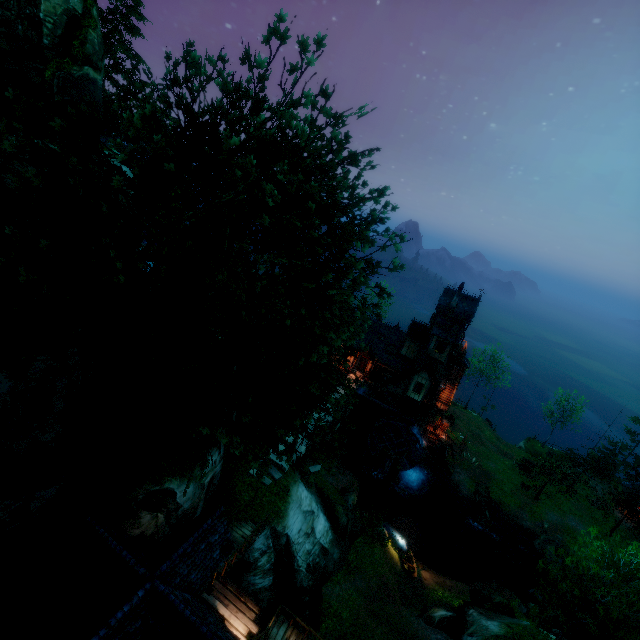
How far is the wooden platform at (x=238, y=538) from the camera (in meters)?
18.18

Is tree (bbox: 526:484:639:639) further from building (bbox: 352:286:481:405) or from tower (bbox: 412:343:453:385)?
tower (bbox: 412:343:453:385)

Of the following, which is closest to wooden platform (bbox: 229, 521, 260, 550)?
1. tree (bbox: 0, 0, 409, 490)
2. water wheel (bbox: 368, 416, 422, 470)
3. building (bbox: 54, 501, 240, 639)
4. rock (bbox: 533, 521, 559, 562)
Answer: building (bbox: 54, 501, 240, 639)

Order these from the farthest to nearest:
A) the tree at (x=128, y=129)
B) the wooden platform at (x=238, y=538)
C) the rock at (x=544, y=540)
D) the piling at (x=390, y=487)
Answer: the piling at (x=390, y=487) → the rock at (x=544, y=540) → the wooden platform at (x=238, y=538) → the tree at (x=128, y=129)

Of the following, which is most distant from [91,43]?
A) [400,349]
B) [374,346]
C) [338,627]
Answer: [400,349]

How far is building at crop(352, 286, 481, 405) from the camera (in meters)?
35.53

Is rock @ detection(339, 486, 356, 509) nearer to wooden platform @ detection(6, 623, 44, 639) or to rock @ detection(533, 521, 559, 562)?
wooden platform @ detection(6, 623, 44, 639)

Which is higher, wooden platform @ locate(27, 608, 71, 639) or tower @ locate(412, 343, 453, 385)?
tower @ locate(412, 343, 453, 385)
